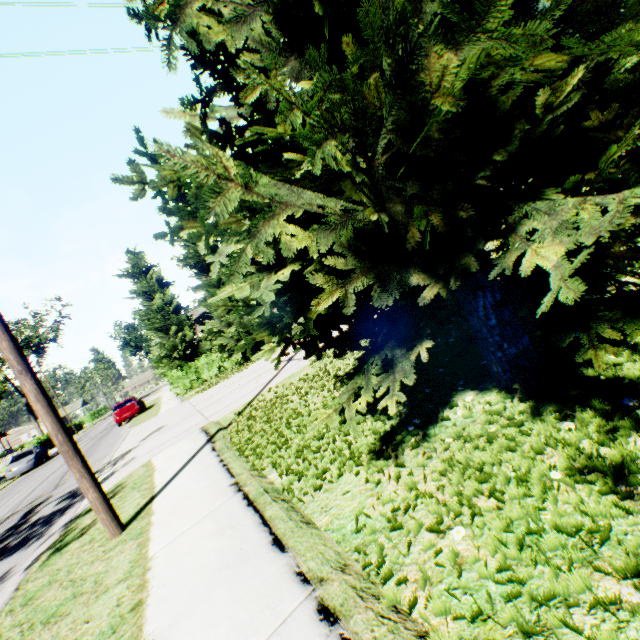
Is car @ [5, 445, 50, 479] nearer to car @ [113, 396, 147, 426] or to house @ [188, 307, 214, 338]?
car @ [113, 396, 147, 426]

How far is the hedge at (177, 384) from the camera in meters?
23.2

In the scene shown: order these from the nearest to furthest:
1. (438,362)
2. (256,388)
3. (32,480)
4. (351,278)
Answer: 1. (351,278)
2. (438,362)
3. (256,388)
4. (32,480)

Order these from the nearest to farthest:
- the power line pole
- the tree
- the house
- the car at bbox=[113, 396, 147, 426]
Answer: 1. the tree
2. the power line pole
3. the car at bbox=[113, 396, 147, 426]
4. the house

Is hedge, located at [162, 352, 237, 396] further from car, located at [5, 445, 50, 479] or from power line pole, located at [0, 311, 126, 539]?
power line pole, located at [0, 311, 126, 539]

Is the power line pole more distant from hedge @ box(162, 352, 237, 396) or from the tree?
hedge @ box(162, 352, 237, 396)

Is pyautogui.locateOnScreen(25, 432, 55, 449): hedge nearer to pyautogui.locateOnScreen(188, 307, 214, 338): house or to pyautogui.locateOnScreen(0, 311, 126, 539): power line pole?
pyautogui.locateOnScreen(188, 307, 214, 338): house

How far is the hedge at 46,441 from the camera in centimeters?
3869cm
